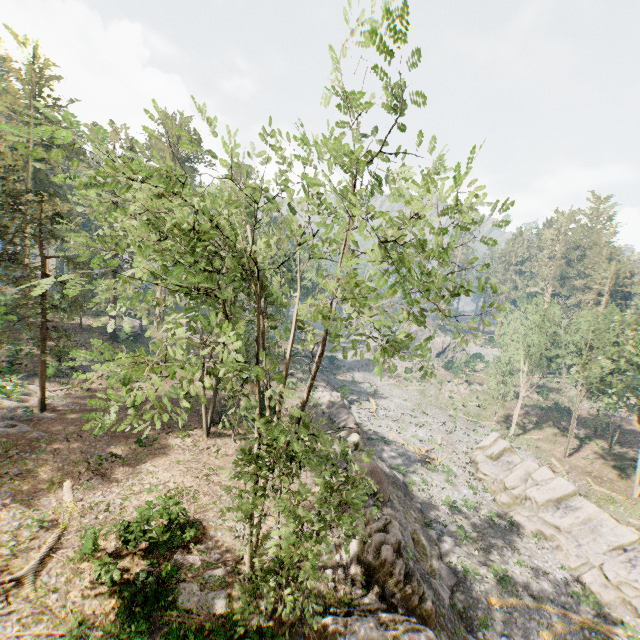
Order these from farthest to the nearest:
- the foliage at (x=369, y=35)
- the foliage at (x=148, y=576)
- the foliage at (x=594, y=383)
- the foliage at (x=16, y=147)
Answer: the foliage at (x=594, y=383) < the foliage at (x=148, y=576) < the foliage at (x=16, y=147) < the foliage at (x=369, y=35)

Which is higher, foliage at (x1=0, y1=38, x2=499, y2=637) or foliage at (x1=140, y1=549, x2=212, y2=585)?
foliage at (x1=0, y1=38, x2=499, y2=637)

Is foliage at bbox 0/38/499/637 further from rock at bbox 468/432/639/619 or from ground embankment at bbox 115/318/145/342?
ground embankment at bbox 115/318/145/342

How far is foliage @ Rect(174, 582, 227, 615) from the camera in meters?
12.9

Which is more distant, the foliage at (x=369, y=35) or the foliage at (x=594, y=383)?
the foliage at (x=594, y=383)

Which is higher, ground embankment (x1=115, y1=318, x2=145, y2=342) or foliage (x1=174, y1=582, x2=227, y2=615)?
ground embankment (x1=115, y1=318, x2=145, y2=342)

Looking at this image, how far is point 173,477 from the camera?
20.2m

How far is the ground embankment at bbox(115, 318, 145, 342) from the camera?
42.65m
